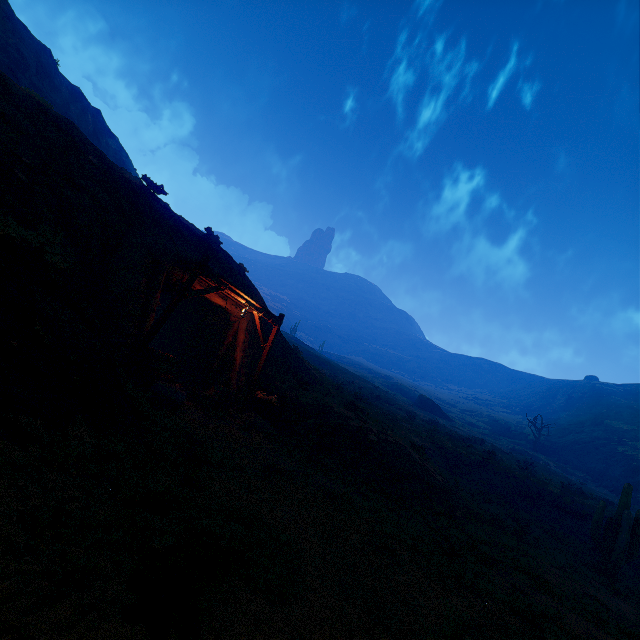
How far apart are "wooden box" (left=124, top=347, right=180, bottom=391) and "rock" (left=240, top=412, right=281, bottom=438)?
2.9m

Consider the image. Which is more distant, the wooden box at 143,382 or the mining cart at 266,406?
the mining cart at 266,406

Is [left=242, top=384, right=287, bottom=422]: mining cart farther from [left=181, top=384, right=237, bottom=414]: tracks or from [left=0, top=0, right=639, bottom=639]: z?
[left=181, top=384, right=237, bottom=414]: tracks

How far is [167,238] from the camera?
13.6m

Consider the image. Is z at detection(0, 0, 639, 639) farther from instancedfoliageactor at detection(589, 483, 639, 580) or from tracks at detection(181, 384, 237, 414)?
instancedfoliageactor at detection(589, 483, 639, 580)

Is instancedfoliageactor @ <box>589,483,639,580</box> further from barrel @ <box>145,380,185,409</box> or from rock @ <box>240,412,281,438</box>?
barrel @ <box>145,380,185,409</box>

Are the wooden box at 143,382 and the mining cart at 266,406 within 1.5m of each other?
no

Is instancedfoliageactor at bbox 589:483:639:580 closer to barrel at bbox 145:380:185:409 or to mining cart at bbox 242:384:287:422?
mining cart at bbox 242:384:287:422
